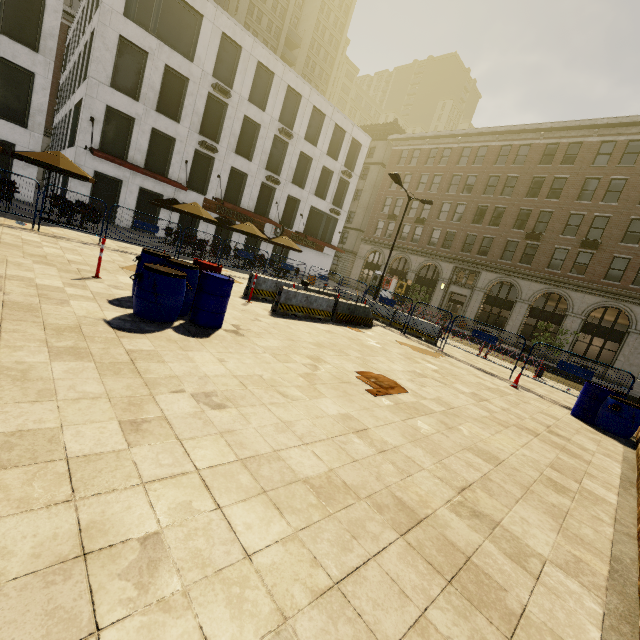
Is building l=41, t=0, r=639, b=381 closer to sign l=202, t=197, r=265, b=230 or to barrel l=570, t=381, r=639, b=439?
sign l=202, t=197, r=265, b=230

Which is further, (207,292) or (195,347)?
(207,292)

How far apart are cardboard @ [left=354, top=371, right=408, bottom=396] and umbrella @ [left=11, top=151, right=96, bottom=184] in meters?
14.6 m

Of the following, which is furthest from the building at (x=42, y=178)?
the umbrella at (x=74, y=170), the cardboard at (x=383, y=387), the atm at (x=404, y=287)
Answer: the umbrella at (x=74, y=170)

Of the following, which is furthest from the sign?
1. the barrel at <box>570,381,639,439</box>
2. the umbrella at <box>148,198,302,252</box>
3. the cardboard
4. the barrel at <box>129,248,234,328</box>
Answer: the barrel at <box>570,381,639,439</box>

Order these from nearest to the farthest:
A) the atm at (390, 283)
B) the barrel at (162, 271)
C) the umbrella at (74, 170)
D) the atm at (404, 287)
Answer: the barrel at (162, 271), the umbrella at (74, 170), the atm at (404, 287), the atm at (390, 283)

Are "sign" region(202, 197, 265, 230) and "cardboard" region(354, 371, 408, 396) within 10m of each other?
no

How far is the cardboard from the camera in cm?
575
